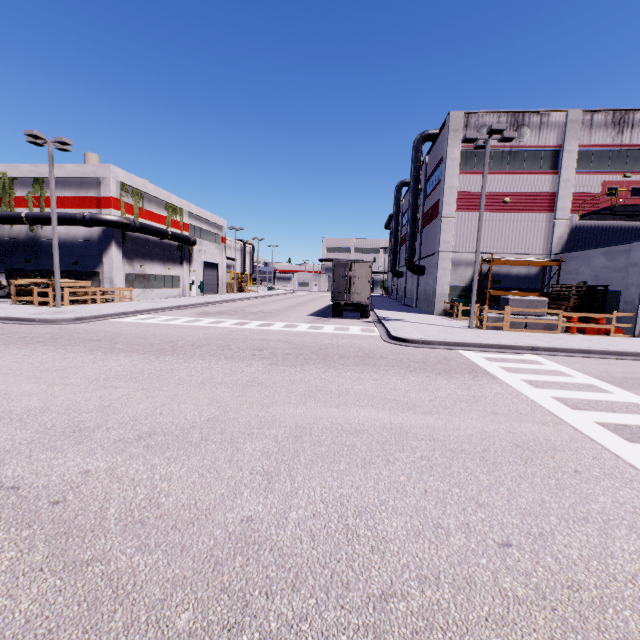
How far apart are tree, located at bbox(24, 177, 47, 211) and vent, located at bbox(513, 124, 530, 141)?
36.8 meters

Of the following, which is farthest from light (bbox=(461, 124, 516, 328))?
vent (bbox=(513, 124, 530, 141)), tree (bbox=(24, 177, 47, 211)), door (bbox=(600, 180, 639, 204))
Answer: tree (bbox=(24, 177, 47, 211))

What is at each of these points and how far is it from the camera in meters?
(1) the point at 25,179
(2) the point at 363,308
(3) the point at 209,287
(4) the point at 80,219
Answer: (1) building, 26.7 m
(2) semi trailer, 22.0 m
(3) roll-up door, 45.0 m
(4) pipe, 24.9 m

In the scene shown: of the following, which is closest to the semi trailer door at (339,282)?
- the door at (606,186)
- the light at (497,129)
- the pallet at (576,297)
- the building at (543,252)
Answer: the building at (543,252)

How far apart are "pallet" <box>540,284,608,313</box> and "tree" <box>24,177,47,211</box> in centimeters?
3789cm

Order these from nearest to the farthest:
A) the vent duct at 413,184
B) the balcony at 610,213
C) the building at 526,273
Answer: the balcony at 610,213 → the building at 526,273 → the vent duct at 413,184

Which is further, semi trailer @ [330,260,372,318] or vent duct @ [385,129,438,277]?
vent duct @ [385,129,438,277]

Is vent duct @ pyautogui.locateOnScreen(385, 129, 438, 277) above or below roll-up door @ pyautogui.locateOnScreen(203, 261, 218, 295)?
above
